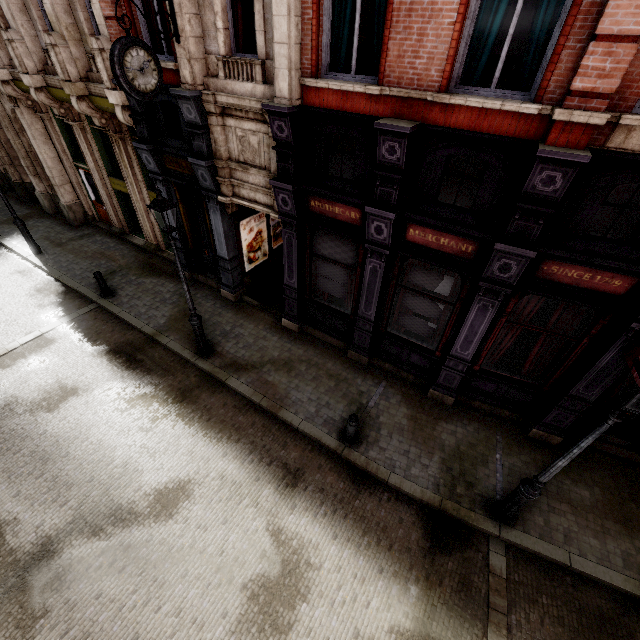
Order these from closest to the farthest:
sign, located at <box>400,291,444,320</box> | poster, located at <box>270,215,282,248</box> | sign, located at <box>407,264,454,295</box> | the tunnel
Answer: sign, located at <box>407,264,454,295</box>, sign, located at <box>400,291,444,320</box>, the tunnel, poster, located at <box>270,215,282,248</box>

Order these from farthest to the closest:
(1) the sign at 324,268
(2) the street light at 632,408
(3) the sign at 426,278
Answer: (1) the sign at 324,268 < (3) the sign at 426,278 < (2) the street light at 632,408

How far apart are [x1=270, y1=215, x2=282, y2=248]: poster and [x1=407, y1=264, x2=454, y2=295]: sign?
6.2 meters

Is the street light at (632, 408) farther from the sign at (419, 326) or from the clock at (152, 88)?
the clock at (152, 88)

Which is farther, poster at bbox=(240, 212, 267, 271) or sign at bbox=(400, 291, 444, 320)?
poster at bbox=(240, 212, 267, 271)

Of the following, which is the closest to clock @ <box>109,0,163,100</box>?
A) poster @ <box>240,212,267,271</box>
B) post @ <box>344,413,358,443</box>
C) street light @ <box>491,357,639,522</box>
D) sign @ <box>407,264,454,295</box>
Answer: poster @ <box>240,212,267,271</box>

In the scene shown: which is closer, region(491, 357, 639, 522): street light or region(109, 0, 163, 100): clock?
region(491, 357, 639, 522): street light

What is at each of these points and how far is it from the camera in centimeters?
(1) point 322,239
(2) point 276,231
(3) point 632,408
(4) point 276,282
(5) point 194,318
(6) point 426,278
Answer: (1) sign, 834cm
(2) poster, 1234cm
(3) street light, 399cm
(4) tunnel, 1247cm
(5) street light, 867cm
(6) sign, 734cm
